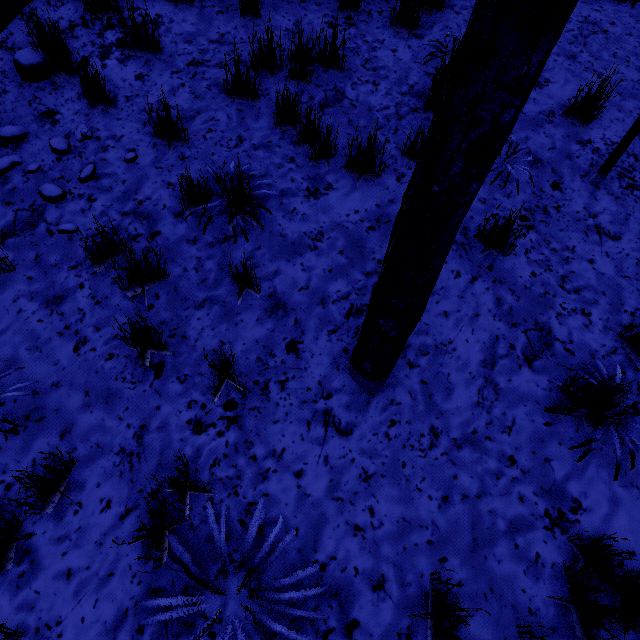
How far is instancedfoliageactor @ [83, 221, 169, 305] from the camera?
2.3 meters

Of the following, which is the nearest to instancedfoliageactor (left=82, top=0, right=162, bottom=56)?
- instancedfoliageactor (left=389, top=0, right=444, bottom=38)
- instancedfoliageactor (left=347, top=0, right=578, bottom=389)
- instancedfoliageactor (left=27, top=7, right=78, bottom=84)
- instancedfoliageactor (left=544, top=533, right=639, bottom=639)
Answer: instancedfoliageactor (left=27, top=7, right=78, bottom=84)

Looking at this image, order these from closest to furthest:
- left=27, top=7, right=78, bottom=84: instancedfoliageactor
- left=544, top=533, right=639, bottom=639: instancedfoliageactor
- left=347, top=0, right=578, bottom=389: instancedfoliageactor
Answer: left=347, top=0, right=578, bottom=389: instancedfoliageactor
left=544, top=533, right=639, bottom=639: instancedfoliageactor
left=27, top=7, right=78, bottom=84: instancedfoliageactor

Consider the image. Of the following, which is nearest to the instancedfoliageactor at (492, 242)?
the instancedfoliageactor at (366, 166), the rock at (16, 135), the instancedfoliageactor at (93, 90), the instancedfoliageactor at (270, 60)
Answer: the instancedfoliageactor at (366, 166)

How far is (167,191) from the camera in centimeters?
282cm

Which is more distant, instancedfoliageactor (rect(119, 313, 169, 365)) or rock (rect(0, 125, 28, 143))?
rock (rect(0, 125, 28, 143))

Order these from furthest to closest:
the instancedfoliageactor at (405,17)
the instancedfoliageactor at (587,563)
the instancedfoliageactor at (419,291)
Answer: the instancedfoliageactor at (405,17)
the instancedfoliageactor at (587,563)
the instancedfoliageactor at (419,291)

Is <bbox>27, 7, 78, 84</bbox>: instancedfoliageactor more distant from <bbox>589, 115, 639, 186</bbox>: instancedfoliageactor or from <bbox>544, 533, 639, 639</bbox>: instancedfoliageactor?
<bbox>544, 533, 639, 639</bbox>: instancedfoliageactor
